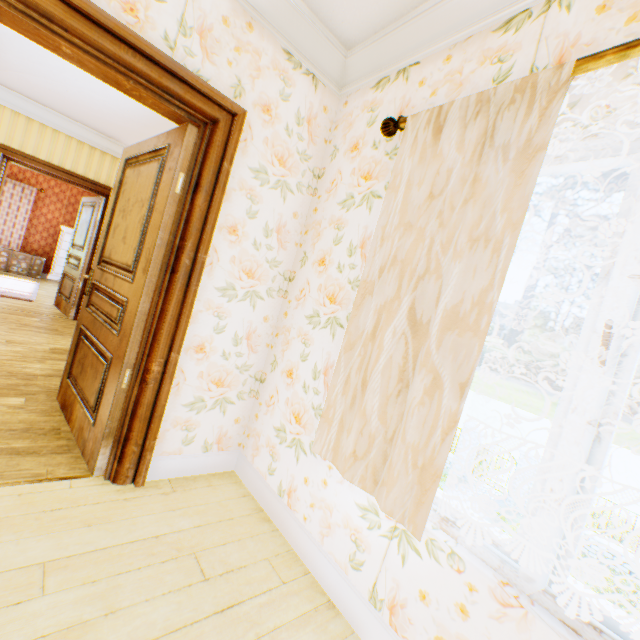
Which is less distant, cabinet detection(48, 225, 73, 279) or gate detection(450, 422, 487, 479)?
cabinet detection(48, 225, 73, 279)

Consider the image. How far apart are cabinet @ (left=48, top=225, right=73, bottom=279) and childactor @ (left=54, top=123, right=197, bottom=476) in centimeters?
848cm

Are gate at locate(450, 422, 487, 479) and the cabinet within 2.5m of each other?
no

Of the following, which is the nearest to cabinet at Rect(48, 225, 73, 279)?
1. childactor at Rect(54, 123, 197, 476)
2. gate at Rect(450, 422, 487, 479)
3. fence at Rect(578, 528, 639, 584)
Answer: childactor at Rect(54, 123, 197, 476)

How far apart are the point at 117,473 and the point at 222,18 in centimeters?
277cm

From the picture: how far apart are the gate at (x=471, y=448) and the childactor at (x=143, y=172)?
15.17m

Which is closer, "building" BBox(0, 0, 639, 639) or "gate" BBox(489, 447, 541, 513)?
"building" BBox(0, 0, 639, 639)

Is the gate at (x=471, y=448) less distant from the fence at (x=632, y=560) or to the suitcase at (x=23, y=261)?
the fence at (x=632, y=560)
